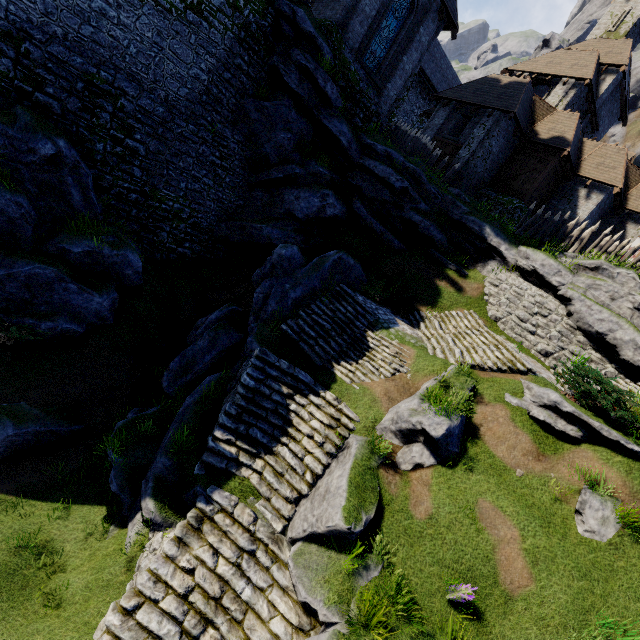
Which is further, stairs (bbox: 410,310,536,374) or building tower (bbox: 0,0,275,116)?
stairs (bbox: 410,310,536,374)

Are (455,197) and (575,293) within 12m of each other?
yes

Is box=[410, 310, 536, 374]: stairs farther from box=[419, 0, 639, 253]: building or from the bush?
the bush

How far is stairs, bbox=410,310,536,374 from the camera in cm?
1200

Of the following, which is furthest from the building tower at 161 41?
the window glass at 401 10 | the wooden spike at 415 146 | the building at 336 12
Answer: the wooden spike at 415 146

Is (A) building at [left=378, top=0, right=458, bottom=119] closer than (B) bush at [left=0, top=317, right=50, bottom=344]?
No

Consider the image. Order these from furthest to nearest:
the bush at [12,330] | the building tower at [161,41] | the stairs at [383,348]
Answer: the stairs at [383,348]
the building tower at [161,41]
the bush at [12,330]

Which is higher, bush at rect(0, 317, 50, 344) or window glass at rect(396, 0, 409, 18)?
window glass at rect(396, 0, 409, 18)
